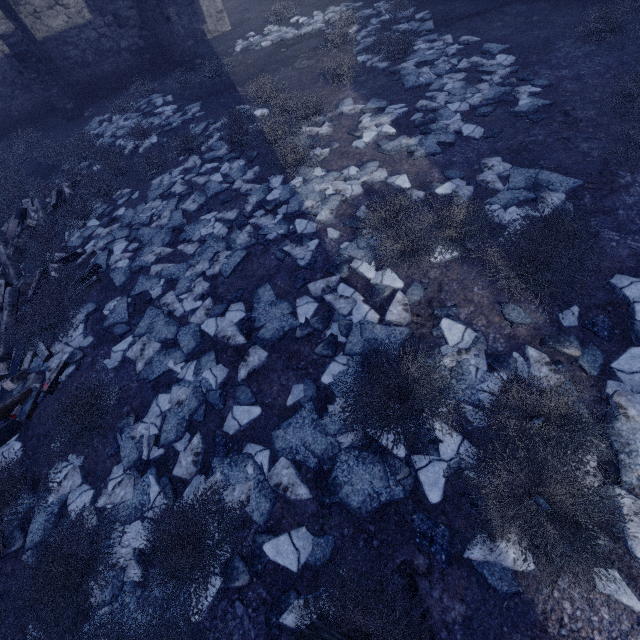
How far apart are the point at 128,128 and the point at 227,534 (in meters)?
12.31

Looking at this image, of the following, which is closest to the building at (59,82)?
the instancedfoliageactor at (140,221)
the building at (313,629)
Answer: the instancedfoliageactor at (140,221)

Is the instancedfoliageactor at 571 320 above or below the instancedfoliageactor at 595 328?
above

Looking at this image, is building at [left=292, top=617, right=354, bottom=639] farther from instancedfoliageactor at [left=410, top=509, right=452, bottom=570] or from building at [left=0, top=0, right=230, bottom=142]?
building at [left=0, top=0, right=230, bottom=142]

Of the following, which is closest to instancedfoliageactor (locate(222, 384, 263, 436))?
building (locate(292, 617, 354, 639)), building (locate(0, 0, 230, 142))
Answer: building (locate(292, 617, 354, 639))

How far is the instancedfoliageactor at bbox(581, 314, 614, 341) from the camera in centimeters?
341cm

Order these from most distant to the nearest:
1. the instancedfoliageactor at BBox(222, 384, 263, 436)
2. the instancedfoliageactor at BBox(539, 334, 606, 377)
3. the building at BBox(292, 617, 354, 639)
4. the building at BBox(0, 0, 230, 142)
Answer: the building at BBox(0, 0, 230, 142) < the instancedfoliageactor at BBox(222, 384, 263, 436) < the instancedfoliageactor at BBox(539, 334, 606, 377) < the building at BBox(292, 617, 354, 639)
